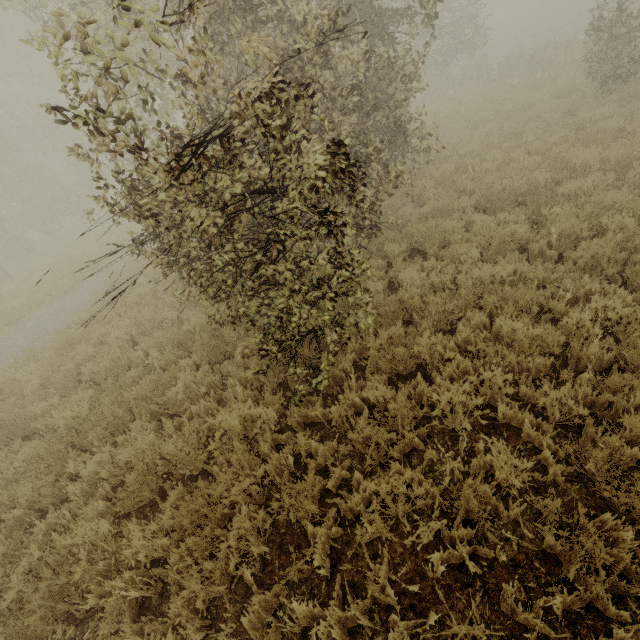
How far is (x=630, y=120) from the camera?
9.3m
